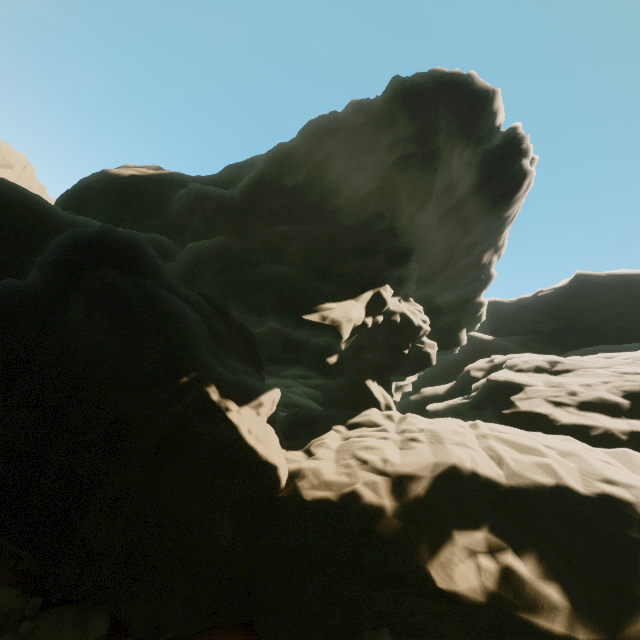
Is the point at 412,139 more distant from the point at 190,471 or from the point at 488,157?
the point at 190,471
